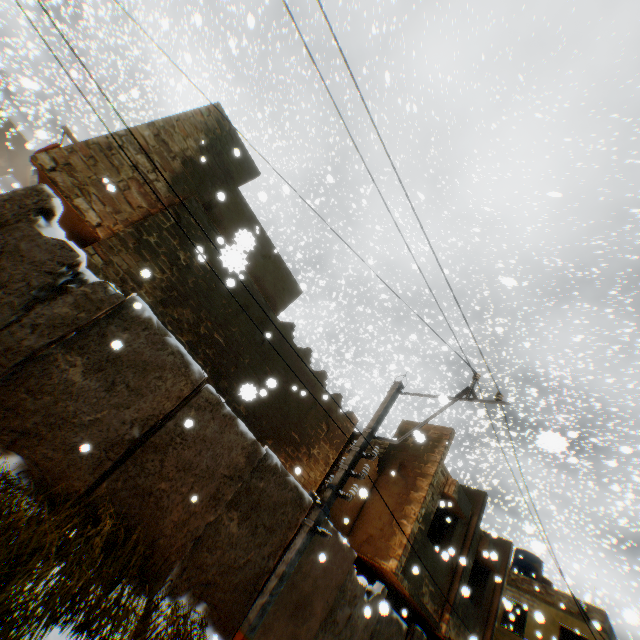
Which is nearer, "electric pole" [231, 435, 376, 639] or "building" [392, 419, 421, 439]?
"electric pole" [231, 435, 376, 639]

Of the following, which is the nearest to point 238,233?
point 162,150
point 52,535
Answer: point 52,535

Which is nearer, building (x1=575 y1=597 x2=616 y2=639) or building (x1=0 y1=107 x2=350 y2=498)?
building (x1=0 y1=107 x2=350 y2=498)

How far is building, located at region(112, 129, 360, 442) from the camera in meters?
7.5

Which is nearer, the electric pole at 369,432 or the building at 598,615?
the electric pole at 369,432

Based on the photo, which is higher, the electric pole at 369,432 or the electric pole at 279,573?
the electric pole at 369,432

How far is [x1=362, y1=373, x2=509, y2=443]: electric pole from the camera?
5.9m
